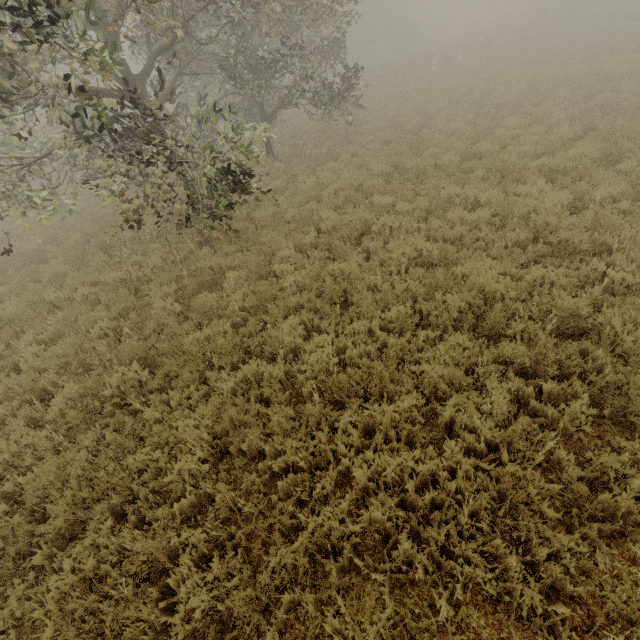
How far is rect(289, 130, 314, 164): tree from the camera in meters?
14.0

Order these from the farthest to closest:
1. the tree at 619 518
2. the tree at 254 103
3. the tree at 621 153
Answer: the tree at 621 153, the tree at 254 103, the tree at 619 518

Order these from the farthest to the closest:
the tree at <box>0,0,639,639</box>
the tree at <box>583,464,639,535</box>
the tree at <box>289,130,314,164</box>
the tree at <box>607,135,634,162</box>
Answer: the tree at <box>289,130,314,164</box>
the tree at <box>607,135,634,162</box>
the tree at <box>0,0,639,639</box>
the tree at <box>583,464,639,535</box>

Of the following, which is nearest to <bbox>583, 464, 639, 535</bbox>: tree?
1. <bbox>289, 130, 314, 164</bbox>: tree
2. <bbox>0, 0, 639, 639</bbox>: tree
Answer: <bbox>0, 0, 639, 639</bbox>: tree

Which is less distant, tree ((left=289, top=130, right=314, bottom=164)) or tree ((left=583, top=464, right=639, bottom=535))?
tree ((left=583, top=464, right=639, bottom=535))

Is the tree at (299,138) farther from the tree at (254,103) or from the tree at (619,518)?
the tree at (619,518)

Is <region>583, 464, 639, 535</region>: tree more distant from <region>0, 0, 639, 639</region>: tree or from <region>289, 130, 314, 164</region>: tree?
<region>289, 130, 314, 164</region>: tree

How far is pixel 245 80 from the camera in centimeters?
1129cm
